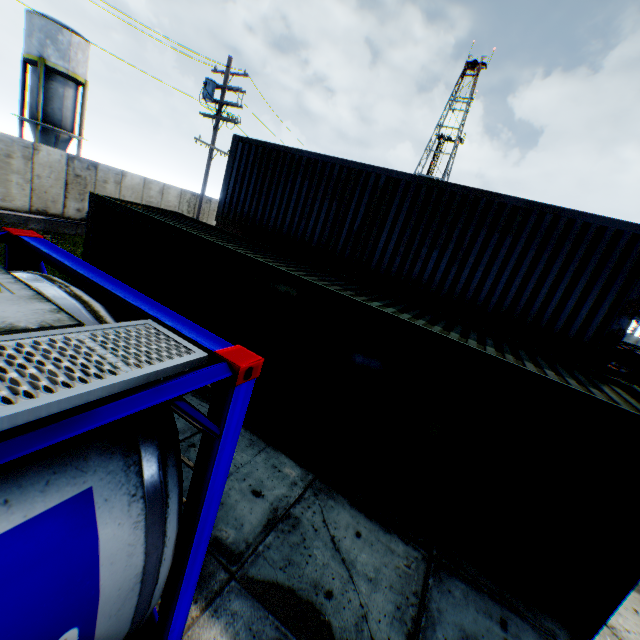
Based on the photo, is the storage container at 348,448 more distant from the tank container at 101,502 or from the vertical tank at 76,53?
the vertical tank at 76,53

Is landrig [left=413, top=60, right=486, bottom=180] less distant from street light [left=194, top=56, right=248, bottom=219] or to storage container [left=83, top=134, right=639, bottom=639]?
street light [left=194, top=56, right=248, bottom=219]

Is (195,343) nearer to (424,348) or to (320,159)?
(424,348)

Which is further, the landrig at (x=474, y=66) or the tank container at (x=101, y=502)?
the landrig at (x=474, y=66)

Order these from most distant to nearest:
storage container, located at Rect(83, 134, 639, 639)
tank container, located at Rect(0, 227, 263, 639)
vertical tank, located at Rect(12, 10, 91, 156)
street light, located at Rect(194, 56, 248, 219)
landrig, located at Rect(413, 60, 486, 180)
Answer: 1. landrig, located at Rect(413, 60, 486, 180)
2. vertical tank, located at Rect(12, 10, 91, 156)
3. street light, located at Rect(194, 56, 248, 219)
4. storage container, located at Rect(83, 134, 639, 639)
5. tank container, located at Rect(0, 227, 263, 639)

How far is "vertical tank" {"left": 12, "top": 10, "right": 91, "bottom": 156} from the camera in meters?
25.0

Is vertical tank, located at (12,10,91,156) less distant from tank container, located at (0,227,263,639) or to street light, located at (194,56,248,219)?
street light, located at (194,56,248,219)

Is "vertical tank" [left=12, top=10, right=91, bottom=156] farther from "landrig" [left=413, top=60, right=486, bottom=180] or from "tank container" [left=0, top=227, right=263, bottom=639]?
"landrig" [left=413, top=60, right=486, bottom=180]
